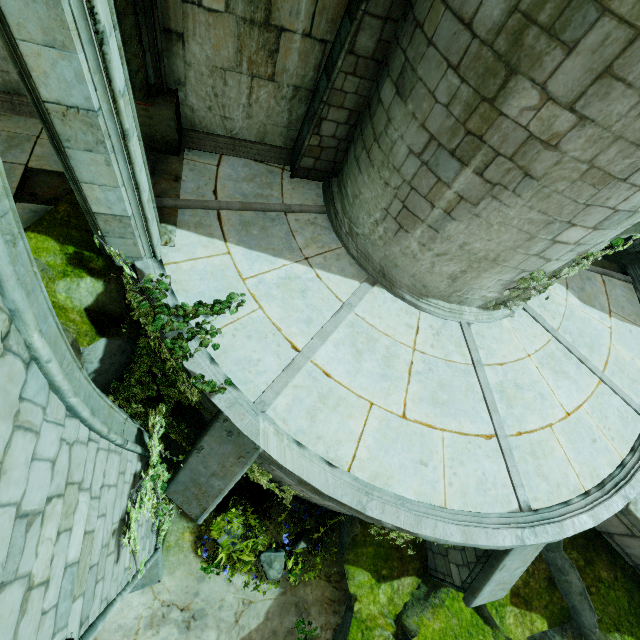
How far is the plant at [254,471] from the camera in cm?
630

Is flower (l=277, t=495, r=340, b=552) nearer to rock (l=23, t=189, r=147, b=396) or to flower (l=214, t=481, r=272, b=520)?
flower (l=214, t=481, r=272, b=520)

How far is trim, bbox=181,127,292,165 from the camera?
7.2m

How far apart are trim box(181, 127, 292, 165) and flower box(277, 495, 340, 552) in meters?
8.5 m

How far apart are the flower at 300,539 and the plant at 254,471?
0.4 meters

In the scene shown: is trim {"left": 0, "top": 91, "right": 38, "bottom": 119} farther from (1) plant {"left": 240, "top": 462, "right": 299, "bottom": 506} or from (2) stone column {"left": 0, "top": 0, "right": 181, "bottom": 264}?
(1) plant {"left": 240, "top": 462, "right": 299, "bottom": 506}

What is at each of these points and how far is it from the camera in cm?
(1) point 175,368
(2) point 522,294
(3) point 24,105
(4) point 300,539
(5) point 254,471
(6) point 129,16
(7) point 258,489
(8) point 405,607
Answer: (1) plant, 621
(2) plant, 664
(3) trim, 621
(4) flower, 733
(5) plant, 706
(6) stone column, 496
(7) flower, 717
(8) rock, 697

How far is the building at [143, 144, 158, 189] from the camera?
6.50m
